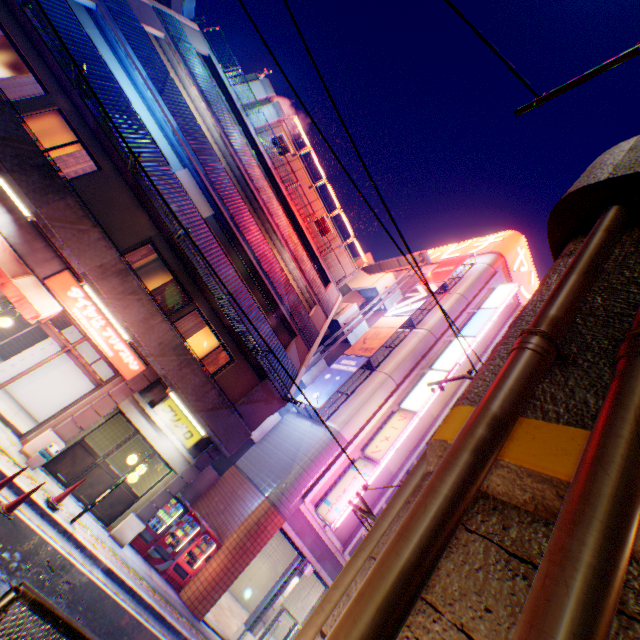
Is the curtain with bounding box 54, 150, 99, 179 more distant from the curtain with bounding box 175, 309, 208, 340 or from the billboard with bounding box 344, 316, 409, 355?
the billboard with bounding box 344, 316, 409, 355

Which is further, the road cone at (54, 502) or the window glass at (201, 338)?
the window glass at (201, 338)

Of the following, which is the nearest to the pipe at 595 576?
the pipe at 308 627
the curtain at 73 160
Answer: the pipe at 308 627

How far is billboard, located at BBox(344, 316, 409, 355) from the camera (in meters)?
20.09

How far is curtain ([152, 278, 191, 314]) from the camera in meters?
12.5 m

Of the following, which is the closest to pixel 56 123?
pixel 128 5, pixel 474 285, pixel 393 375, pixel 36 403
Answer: pixel 128 5

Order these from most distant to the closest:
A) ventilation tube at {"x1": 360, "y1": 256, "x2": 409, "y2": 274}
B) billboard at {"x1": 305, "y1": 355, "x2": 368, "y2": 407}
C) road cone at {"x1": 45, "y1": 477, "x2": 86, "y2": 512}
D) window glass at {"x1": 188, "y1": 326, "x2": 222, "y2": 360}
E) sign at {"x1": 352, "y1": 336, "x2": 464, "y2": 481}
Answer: ventilation tube at {"x1": 360, "y1": 256, "x2": 409, "y2": 274} → billboard at {"x1": 305, "y1": 355, "x2": 368, "y2": 407} → sign at {"x1": 352, "y1": 336, "x2": 464, "y2": 481} → window glass at {"x1": 188, "y1": 326, "x2": 222, "y2": 360} → road cone at {"x1": 45, "y1": 477, "x2": 86, "y2": 512}
